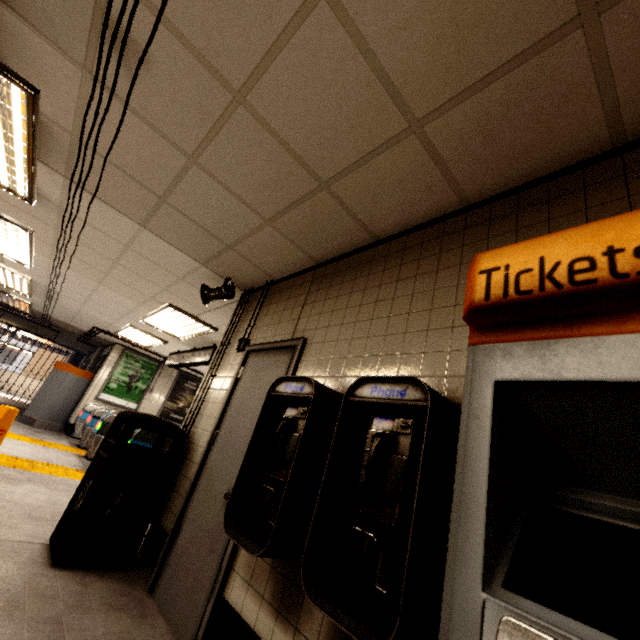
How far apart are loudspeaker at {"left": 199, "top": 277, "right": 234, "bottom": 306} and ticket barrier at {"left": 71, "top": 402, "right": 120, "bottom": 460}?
6.1m

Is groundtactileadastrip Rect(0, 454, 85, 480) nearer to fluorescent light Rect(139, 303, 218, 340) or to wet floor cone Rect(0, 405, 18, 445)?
wet floor cone Rect(0, 405, 18, 445)

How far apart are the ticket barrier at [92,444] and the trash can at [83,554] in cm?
587

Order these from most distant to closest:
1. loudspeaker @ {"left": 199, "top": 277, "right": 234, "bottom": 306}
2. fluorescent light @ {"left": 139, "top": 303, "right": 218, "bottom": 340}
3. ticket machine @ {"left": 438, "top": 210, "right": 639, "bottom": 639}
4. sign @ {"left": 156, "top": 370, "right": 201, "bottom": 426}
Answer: sign @ {"left": 156, "top": 370, "right": 201, "bottom": 426} < fluorescent light @ {"left": 139, "top": 303, "right": 218, "bottom": 340} < loudspeaker @ {"left": 199, "top": 277, "right": 234, "bottom": 306} < ticket machine @ {"left": 438, "top": 210, "right": 639, "bottom": 639}

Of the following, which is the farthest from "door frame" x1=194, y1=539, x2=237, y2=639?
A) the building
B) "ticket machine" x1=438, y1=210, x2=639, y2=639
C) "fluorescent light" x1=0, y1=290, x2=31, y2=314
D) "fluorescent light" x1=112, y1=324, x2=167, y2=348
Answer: "fluorescent light" x1=0, y1=290, x2=31, y2=314

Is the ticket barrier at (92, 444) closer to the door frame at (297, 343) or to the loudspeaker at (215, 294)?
the loudspeaker at (215, 294)

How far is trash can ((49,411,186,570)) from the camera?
2.5 meters

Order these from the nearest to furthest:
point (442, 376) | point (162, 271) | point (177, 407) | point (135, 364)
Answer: point (442, 376) → point (162, 271) → point (135, 364) → point (177, 407)
